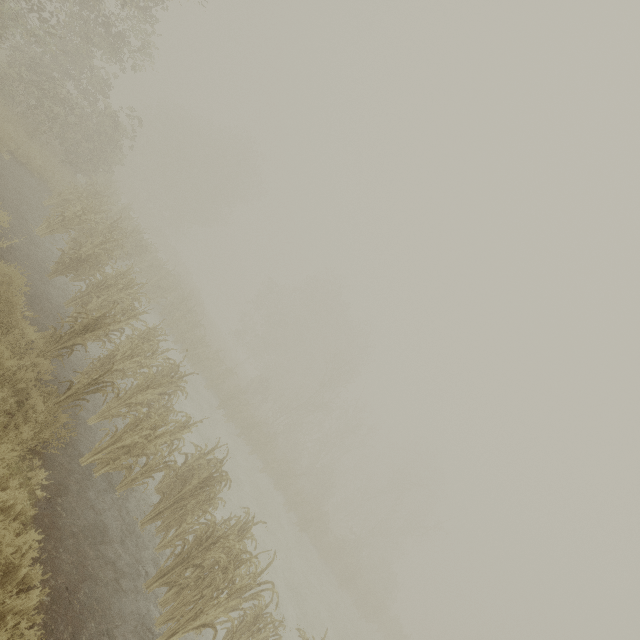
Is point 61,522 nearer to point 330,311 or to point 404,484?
point 404,484
